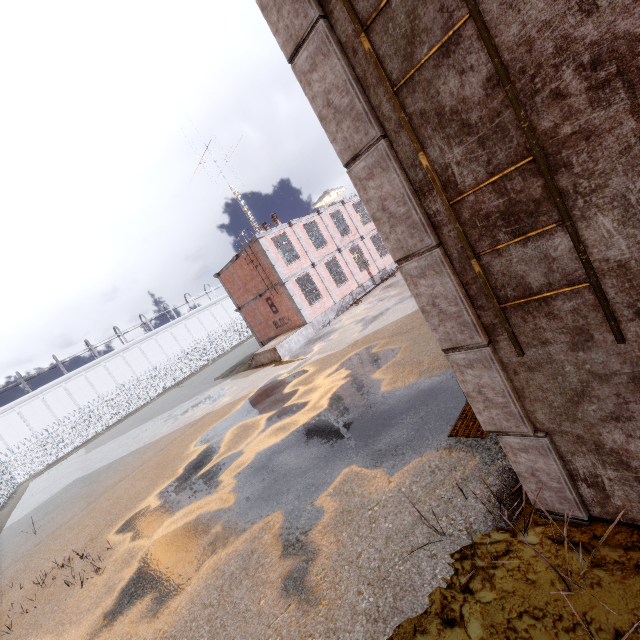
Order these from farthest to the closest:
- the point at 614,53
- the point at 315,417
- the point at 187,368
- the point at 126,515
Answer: the point at 187,368 → the point at 126,515 → the point at 315,417 → the point at 614,53

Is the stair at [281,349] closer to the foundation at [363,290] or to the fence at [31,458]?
the foundation at [363,290]

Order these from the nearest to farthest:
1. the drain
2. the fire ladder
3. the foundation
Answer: the fire ladder
the drain
the foundation

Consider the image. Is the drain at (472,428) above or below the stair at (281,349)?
below

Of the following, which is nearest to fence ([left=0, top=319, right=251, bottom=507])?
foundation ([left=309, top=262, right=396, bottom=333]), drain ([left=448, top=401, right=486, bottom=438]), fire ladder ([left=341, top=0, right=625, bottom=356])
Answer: fire ladder ([left=341, top=0, right=625, bottom=356])

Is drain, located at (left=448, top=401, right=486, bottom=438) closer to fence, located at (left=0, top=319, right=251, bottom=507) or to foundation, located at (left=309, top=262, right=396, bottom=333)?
fence, located at (left=0, top=319, right=251, bottom=507)

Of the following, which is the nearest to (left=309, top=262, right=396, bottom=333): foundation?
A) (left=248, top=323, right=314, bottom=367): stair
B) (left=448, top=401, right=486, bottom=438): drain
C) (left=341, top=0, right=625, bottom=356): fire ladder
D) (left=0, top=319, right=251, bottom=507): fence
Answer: (left=248, top=323, right=314, bottom=367): stair

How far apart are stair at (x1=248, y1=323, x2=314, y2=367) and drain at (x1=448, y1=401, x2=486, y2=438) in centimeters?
1379cm
